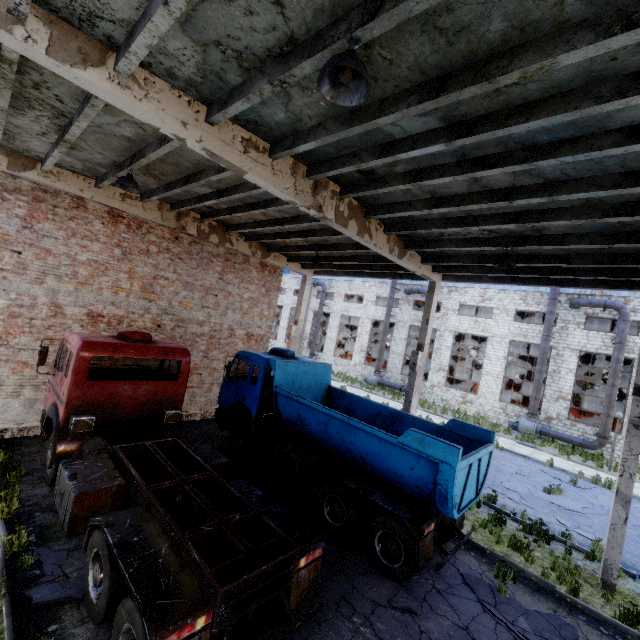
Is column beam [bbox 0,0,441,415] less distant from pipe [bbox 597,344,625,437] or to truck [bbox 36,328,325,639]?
truck [bbox 36,328,325,639]

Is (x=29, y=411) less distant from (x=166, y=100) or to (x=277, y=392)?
(x=277, y=392)

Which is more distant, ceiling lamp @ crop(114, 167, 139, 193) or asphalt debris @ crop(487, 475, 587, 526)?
asphalt debris @ crop(487, 475, 587, 526)

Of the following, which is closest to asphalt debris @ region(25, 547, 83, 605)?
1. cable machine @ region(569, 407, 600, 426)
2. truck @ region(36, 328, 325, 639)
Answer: truck @ region(36, 328, 325, 639)

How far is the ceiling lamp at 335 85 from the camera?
2.9m

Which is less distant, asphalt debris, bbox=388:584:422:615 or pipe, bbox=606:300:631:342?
asphalt debris, bbox=388:584:422:615

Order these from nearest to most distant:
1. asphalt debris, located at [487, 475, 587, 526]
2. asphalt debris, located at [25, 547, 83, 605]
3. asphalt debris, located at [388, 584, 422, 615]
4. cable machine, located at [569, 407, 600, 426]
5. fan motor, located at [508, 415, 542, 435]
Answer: asphalt debris, located at [25, 547, 83, 605], asphalt debris, located at [388, 584, 422, 615], asphalt debris, located at [487, 475, 587, 526], fan motor, located at [508, 415, 542, 435], cable machine, located at [569, 407, 600, 426]

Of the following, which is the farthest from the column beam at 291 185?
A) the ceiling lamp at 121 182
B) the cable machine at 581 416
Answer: the cable machine at 581 416
